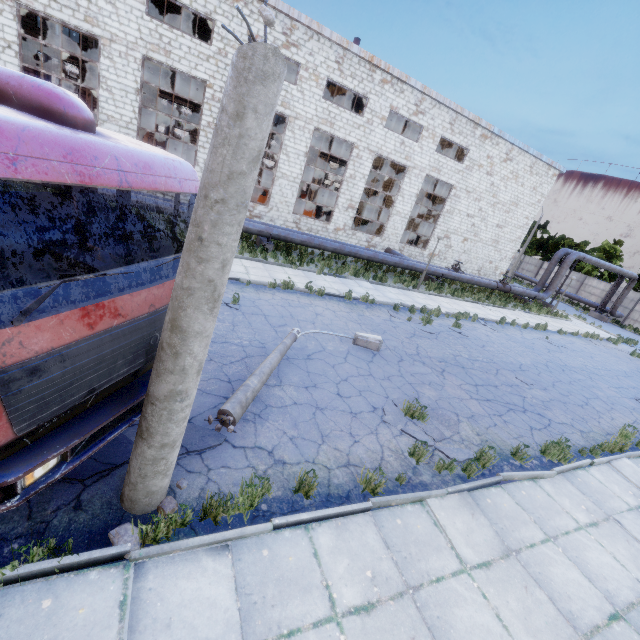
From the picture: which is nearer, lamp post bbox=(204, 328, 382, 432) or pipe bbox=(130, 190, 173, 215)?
lamp post bbox=(204, 328, 382, 432)

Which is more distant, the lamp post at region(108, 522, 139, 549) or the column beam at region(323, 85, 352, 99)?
the column beam at region(323, 85, 352, 99)

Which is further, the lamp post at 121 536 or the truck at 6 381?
the lamp post at 121 536

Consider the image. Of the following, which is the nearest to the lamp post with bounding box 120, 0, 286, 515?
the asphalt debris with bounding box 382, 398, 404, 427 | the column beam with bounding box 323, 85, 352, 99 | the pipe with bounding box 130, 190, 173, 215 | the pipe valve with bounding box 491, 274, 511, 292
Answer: the asphalt debris with bounding box 382, 398, 404, 427

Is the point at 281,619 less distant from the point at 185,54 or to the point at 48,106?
the point at 48,106

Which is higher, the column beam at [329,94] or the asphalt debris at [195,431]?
the column beam at [329,94]

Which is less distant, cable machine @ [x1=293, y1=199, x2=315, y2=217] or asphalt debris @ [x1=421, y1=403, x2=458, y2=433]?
asphalt debris @ [x1=421, y1=403, x2=458, y2=433]

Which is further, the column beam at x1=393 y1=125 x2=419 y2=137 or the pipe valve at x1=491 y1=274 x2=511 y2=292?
the column beam at x1=393 y1=125 x2=419 y2=137
